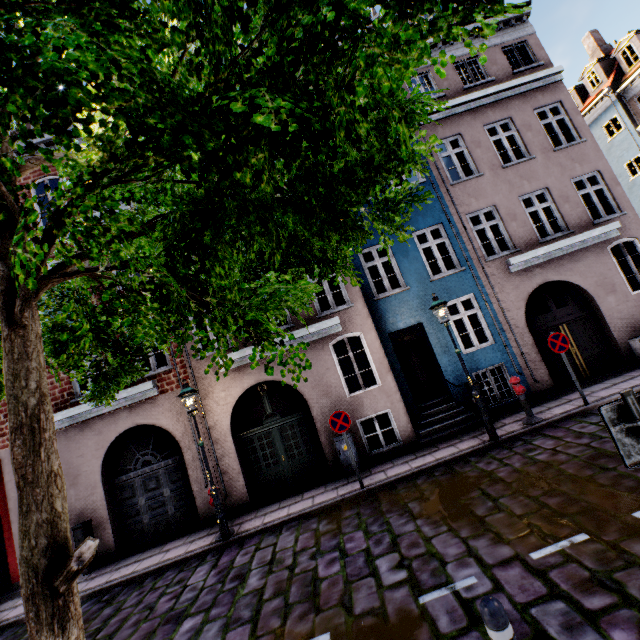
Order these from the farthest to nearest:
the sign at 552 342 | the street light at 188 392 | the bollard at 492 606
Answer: the sign at 552 342 → the street light at 188 392 → the bollard at 492 606

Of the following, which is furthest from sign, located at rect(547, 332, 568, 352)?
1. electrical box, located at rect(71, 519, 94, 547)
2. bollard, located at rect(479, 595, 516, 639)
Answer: electrical box, located at rect(71, 519, 94, 547)

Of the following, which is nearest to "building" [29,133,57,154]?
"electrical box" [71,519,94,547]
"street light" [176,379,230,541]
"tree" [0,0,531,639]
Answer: "electrical box" [71,519,94,547]

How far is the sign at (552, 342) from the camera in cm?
838

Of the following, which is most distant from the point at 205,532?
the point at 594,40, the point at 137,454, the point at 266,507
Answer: the point at 594,40

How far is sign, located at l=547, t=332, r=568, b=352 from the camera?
8.4m

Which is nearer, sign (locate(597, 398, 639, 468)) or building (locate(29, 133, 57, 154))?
sign (locate(597, 398, 639, 468))

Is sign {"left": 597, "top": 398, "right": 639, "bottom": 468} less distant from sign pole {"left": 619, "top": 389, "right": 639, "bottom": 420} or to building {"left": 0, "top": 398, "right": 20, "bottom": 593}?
sign pole {"left": 619, "top": 389, "right": 639, "bottom": 420}
